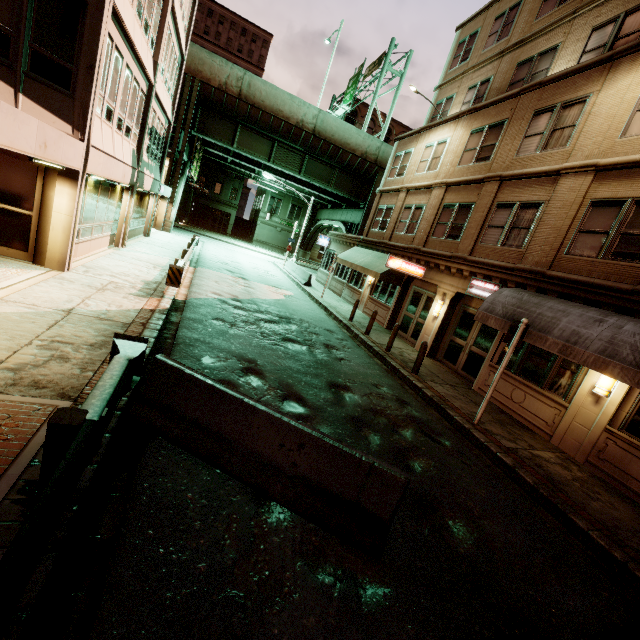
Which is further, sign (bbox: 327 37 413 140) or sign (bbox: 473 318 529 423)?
sign (bbox: 327 37 413 140)

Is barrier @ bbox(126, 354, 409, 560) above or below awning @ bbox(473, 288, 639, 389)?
below

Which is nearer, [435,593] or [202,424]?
[435,593]

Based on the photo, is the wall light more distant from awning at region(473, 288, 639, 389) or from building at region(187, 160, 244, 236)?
building at region(187, 160, 244, 236)

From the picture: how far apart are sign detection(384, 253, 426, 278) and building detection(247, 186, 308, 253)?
39.8 meters

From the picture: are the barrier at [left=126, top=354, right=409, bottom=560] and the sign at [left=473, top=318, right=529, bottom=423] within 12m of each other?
yes

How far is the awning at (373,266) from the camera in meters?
17.4 m

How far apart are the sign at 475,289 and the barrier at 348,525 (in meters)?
9.89
